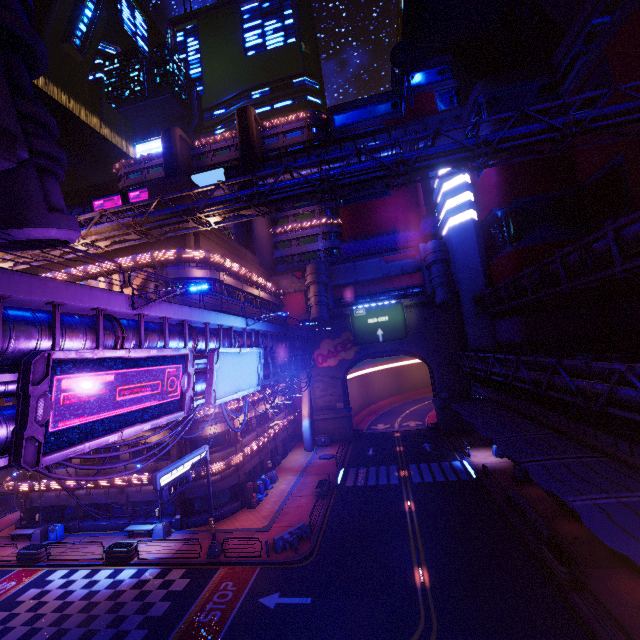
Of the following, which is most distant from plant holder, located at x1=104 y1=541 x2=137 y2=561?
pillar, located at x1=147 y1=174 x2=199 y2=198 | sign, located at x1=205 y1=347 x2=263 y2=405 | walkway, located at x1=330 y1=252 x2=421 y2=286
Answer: walkway, located at x1=330 y1=252 x2=421 y2=286

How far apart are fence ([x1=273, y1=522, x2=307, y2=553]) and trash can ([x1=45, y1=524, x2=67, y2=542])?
19.2 meters

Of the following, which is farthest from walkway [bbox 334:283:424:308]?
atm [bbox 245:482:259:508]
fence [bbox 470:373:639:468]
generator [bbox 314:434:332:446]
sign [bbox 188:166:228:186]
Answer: sign [bbox 188:166:228:186]

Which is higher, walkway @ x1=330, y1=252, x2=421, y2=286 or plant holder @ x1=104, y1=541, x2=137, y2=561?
walkway @ x1=330, y1=252, x2=421, y2=286

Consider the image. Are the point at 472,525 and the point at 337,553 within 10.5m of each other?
yes

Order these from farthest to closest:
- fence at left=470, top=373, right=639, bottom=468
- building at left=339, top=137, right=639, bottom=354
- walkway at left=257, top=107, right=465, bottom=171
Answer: walkway at left=257, top=107, right=465, bottom=171, building at left=339, top=137, right=639, bottom=354, fence at left=470, top=373, right=639, bottom=468

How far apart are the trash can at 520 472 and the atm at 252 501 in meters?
21.7

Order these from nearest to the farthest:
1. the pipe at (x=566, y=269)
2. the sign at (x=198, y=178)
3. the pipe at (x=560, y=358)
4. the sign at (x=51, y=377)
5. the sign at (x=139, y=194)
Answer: the sign at (x=51, y=377)
the pipe at (x=560, y=358)
the pipe at (x=566, y=269)
the sign at (x=198, y=178)
the sign at (x=139, y=194)
